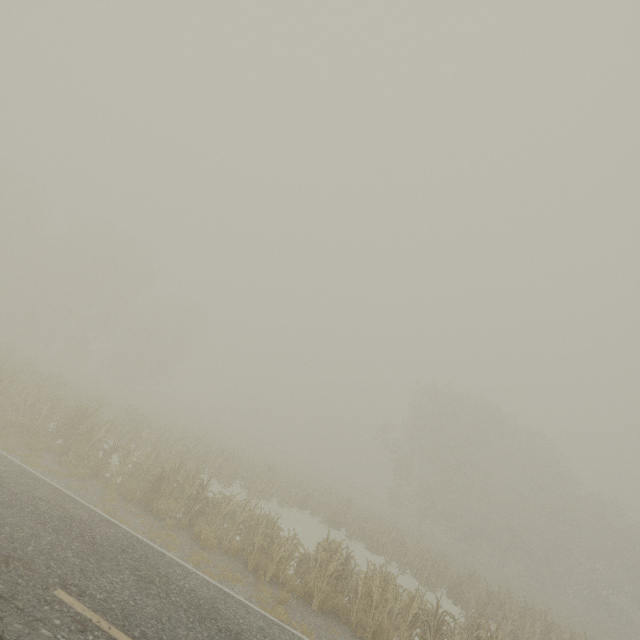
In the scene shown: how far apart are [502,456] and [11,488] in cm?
4368
